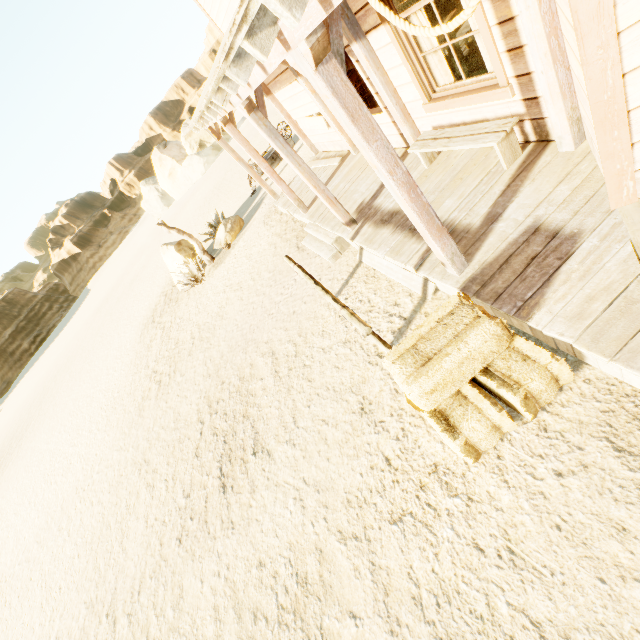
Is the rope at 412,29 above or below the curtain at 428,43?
above

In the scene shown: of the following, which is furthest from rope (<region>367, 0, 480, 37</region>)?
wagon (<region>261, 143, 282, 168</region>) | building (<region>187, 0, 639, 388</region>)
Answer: wagon (<region>261, 143, 282, 168</region>)

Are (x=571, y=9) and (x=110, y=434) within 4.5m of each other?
no

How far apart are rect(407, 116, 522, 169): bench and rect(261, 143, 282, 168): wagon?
10.41m

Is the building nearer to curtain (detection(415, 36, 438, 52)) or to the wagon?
curtain (detection(415, 36, 438, 52))

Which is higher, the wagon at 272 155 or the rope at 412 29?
the rope at 412 29

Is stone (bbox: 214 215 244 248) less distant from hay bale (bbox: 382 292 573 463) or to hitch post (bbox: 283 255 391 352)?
hitch post (bbox: 283 255 391 352)

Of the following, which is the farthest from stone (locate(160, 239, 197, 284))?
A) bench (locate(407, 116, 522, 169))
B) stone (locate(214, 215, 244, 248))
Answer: bench (locate(407, 116, 522, 169))
